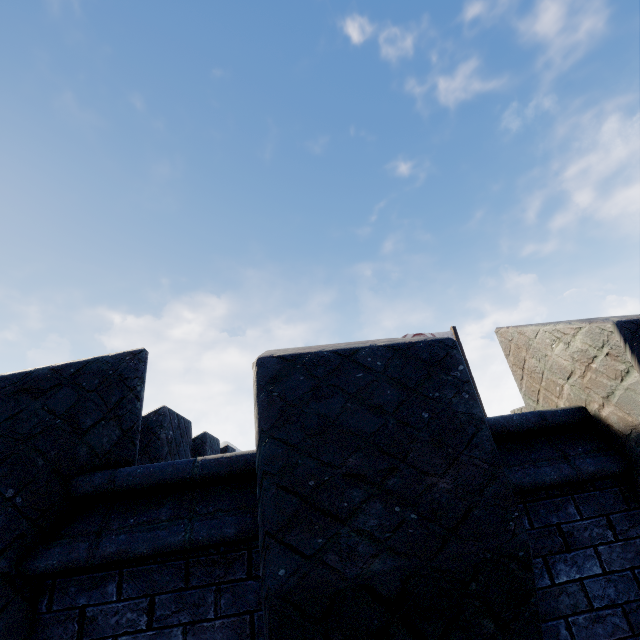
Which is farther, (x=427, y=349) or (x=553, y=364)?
(x=553, y=364)
